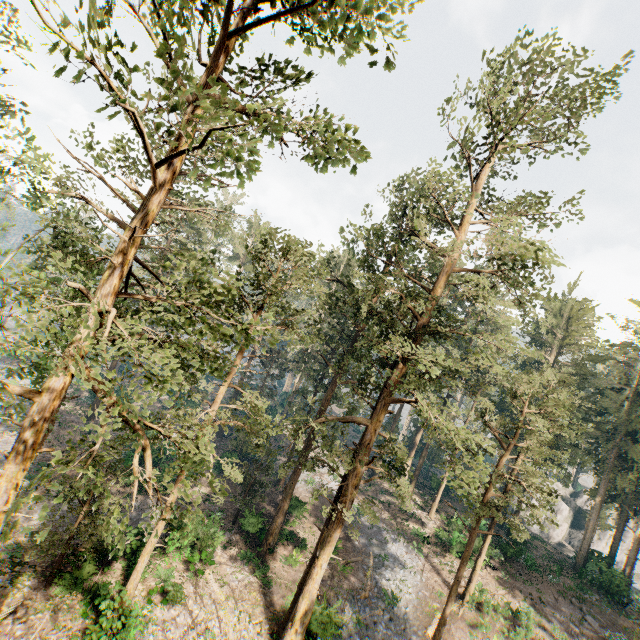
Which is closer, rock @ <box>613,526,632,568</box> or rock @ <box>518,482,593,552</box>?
rock @ <box>613,526,632,568</box>

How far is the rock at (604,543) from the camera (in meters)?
35.87

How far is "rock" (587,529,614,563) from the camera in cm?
3587

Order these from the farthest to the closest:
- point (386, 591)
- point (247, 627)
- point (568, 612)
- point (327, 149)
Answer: point (568, 612) → point (386, 591) → point (247, 627) → point (327, 149)

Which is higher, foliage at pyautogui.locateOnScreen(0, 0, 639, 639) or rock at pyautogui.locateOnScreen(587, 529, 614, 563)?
foliage at pyautogui.locateOnScreen(0, 0, 639, 639)
